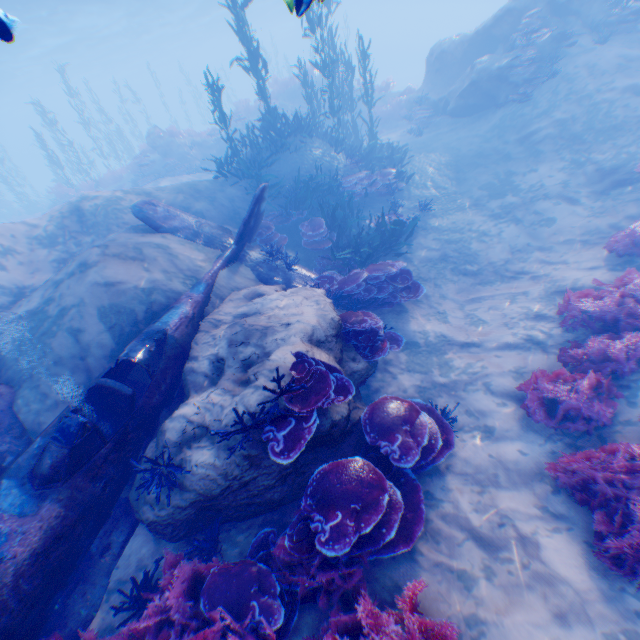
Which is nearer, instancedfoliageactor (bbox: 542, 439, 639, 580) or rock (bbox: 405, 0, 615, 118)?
instancedfoliageactor (bbox: 542, 439, 639, 580)

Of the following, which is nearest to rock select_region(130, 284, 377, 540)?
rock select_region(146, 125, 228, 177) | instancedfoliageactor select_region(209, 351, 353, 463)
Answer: instancedfoliageactor select_region(209, 351, 353, 463)

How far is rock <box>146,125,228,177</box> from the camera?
20.0m

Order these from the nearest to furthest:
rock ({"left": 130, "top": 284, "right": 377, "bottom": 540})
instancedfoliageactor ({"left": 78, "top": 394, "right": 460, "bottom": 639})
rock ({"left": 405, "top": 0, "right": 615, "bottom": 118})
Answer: Result:
1. instancedfoliageactor ({"left": 78, "top": 394, "right": 460, "bottom": 639})
2. rock ({"left": 130, "top": 284, "right": 377, "bottom": 540})
3. rock ({"left": 405, "top": 0, "right": 615, "bottom": 118})

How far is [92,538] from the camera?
4.24m

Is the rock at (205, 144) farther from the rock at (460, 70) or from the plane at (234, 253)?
the plane at (234, 253)

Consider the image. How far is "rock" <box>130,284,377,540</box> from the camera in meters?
4.4

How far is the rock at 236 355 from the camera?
4.4m
